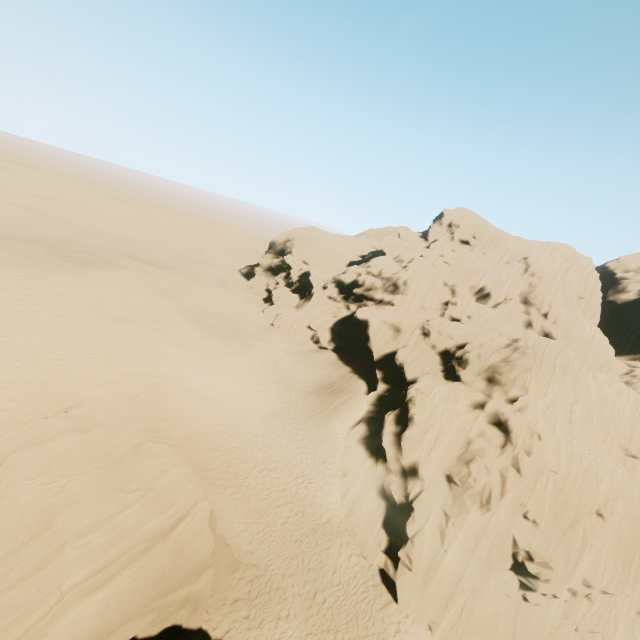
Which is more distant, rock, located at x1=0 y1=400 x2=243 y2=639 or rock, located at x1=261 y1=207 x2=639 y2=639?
rock, located at x1=261 y1=207 x2=639 y2=639

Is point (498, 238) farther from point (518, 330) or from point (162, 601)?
point (162, 601)

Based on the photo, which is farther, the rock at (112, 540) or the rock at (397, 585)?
the rock at (397, 585)
